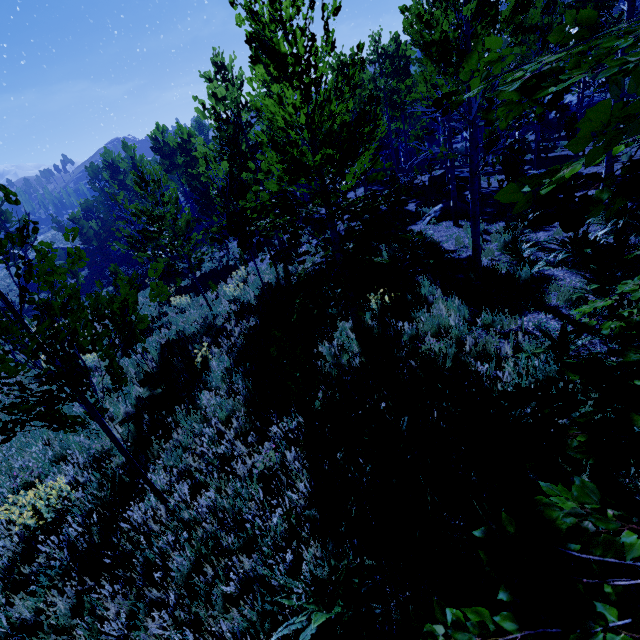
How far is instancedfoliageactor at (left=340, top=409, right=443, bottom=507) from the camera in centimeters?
369cm

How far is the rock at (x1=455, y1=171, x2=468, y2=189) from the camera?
16.94m

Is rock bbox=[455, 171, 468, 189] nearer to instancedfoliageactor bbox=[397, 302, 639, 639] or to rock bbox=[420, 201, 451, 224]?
instancedfoliageactor bbox=[397, 302, 639, 639]

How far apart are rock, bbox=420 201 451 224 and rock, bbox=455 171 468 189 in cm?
353

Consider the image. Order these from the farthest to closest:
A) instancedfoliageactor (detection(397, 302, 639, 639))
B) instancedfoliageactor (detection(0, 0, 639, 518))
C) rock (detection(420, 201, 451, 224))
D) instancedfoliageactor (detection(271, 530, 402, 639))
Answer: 1. rock (detection(420, 201, 451, 224))
2. instancedfoliageactor (detection(271, 530, 402, 639))
3. instancedfoliageactor (detection(0, 0, 639, 518))
4. instancedfoliageactor (detection(397, 302, 639, 639))

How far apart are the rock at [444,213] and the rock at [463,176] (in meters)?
3.53

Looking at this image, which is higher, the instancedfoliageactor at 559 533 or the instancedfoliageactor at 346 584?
the instancedfoliageactor at 559 533

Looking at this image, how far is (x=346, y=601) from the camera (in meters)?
2.87
